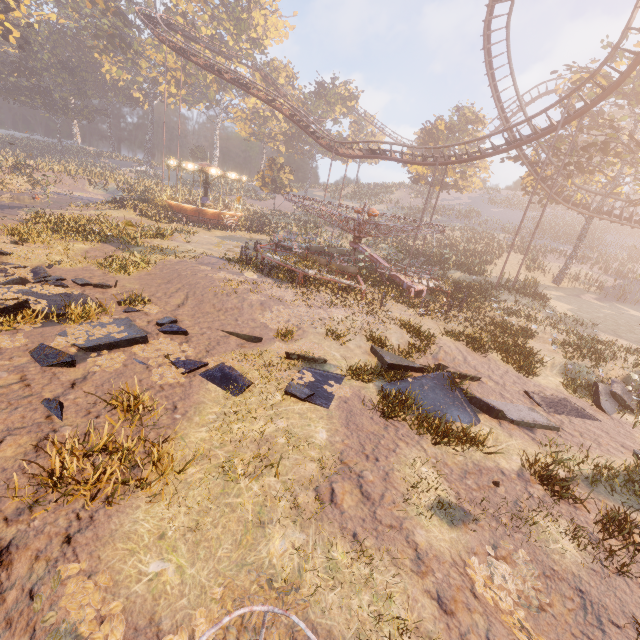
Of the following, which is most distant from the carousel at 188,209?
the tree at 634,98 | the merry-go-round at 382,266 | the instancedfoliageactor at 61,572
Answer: the instancedfoliageactor at 61,572

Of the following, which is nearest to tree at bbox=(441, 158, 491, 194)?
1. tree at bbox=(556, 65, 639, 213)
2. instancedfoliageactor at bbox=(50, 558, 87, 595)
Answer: tree at bbox=(556, 65, 639, 213)

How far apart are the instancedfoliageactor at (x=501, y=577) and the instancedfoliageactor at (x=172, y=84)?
71.11m

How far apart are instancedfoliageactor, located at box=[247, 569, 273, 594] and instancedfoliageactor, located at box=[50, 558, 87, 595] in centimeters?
38cm

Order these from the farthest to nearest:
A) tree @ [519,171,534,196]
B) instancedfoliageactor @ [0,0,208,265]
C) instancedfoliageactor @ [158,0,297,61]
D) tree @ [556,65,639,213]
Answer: instancedfoliageactor @ [158,0,297,61]
tree @ [519,171,534,196]
tree @ [556,65,639,213]
instancedfoliageactor @ [0,0,208,265]

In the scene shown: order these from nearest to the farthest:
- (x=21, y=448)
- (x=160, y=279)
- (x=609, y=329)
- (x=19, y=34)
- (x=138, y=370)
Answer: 1. (x=21, y=448)
2. (x=138, y=370)
3. (x=160, y=279)
4. (x=609, y=329)
5. (x=19, y=34)

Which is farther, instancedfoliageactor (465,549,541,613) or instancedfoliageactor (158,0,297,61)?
instancedfoliageactor (158,0,297,61)

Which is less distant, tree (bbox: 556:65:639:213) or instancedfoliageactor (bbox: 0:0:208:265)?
instancedfoliageactor (bbox: 0:0:208:265)
